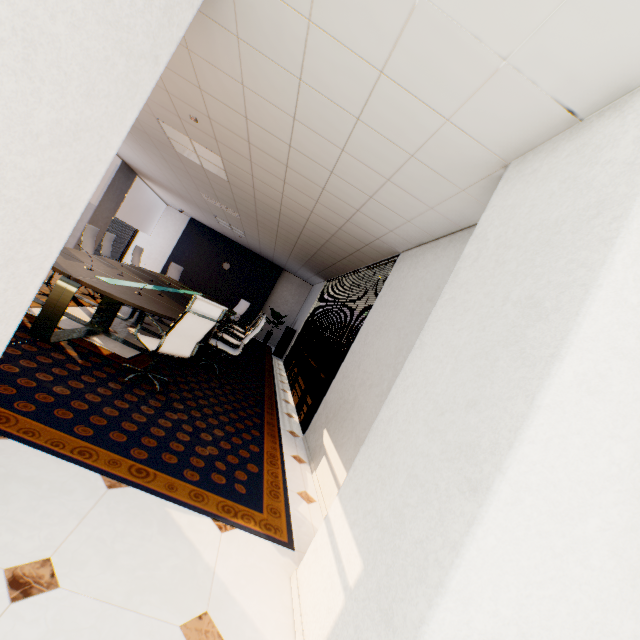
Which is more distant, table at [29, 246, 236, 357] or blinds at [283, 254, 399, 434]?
blinds at [283, 254, 399, 434]

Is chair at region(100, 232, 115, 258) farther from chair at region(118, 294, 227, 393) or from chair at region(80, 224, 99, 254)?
chair at region(118, 294, 227, 393)

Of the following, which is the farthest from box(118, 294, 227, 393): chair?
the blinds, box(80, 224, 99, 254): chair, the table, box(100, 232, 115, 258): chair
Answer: box(100, 232, 115, 258): chair

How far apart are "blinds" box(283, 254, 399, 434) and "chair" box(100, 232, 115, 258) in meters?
4.5

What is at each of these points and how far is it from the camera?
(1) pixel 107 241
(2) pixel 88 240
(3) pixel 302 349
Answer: (1) chair, 7.2m
(2) chair, 6.1m
(3) blinds, 8.3m

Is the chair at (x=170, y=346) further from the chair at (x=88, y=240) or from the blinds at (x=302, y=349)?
the chair at (x=88, y=240)

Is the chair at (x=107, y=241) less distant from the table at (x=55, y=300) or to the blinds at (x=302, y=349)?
the table at (x=55, y=300)

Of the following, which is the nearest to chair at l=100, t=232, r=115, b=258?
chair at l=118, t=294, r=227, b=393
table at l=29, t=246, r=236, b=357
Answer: table at l=29, t=246, r=236, b=357
